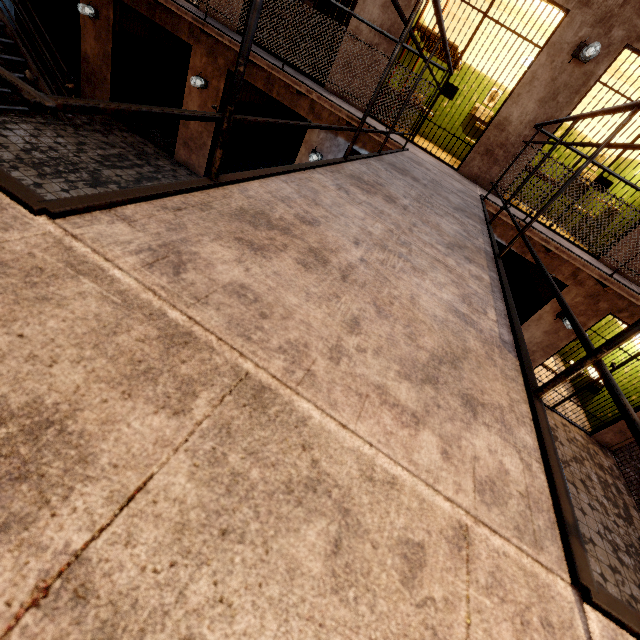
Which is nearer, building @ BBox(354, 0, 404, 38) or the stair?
building @ BBox(354, 0, 404, 38)

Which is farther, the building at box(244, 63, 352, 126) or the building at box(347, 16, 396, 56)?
the building at box(244, 63, 352, 126)

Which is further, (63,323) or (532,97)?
(532,97)

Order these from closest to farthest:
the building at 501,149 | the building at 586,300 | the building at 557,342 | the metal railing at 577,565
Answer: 1. the metal railing at 577,565
2. the building at 501,149
3. the building at 586,300
4. the building at 557,342

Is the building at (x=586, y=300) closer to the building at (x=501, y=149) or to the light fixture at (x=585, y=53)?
the building at (x=501, y=149)

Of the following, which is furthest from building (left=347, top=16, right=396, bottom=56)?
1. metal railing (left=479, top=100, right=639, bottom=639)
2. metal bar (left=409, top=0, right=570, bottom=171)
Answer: metal railing (left=479, top=100, right=639, bottom=639)

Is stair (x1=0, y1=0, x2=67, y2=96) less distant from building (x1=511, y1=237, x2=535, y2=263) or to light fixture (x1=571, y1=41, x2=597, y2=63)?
building (x1=511, y1=237, x2=535, y2=263)

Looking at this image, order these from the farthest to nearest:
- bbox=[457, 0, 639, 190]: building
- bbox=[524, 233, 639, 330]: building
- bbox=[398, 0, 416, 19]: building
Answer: bbox=[524, 233, 639, 330]: building < bbox=[398, 0, 416, 19]: building < bbox=[457, 0, 639, 190]: building
